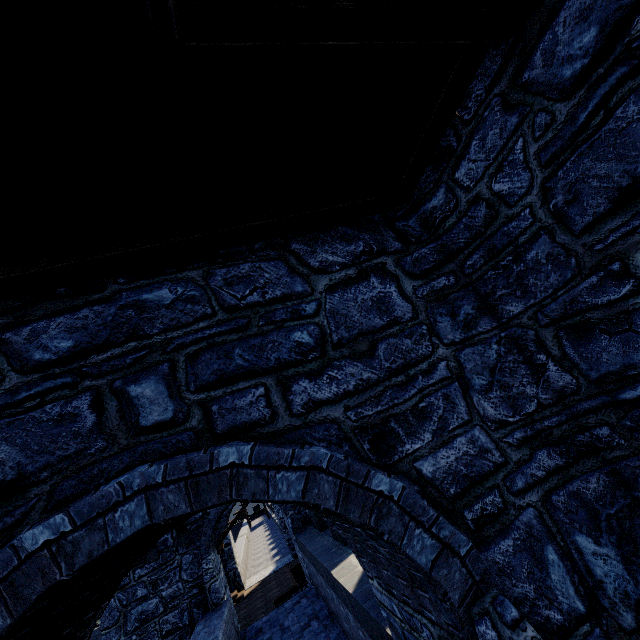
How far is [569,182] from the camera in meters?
2.1 m
